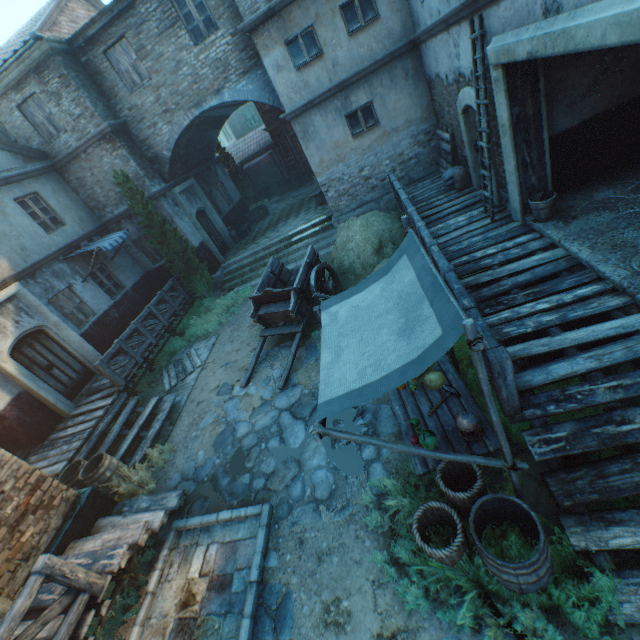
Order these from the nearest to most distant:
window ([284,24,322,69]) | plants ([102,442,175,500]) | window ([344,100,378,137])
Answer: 1. plants ([102,442,175,500])
2. window ([284,24,322,69])
3. window ([344,100,378,137])

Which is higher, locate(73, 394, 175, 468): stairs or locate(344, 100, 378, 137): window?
locate(344, 100, 378, 137): window

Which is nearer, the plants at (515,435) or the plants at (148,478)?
the plants at (515,435)

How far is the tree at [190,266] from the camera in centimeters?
1191cm

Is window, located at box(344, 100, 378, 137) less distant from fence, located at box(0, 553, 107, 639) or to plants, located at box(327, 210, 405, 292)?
plants, located at box(327, 210, 405, 292)

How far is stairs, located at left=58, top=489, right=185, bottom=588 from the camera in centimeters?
505cm

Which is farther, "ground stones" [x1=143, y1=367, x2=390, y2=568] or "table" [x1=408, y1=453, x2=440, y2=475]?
"ground stones" [x1=143, y1=367, x2=390, y2=568]

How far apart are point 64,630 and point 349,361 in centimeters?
499cm
